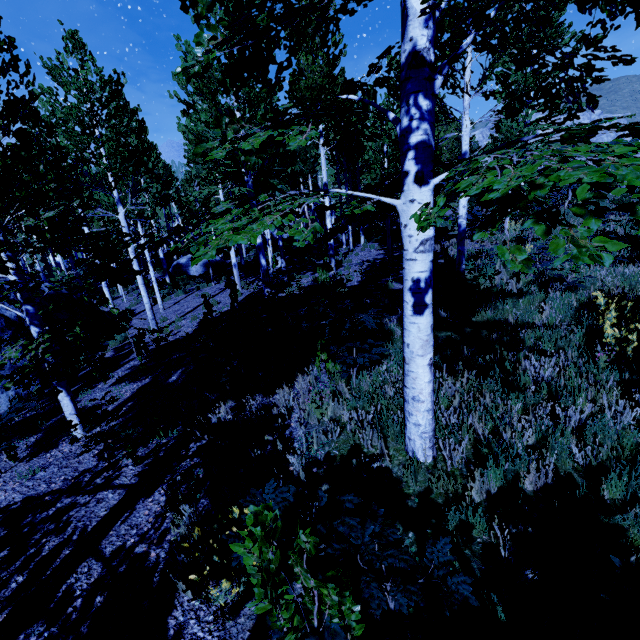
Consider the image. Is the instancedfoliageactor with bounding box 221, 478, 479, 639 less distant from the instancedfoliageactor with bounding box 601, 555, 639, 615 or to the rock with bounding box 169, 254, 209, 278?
the instancedfoliageactor with bounding box 601, 555, 639, 615

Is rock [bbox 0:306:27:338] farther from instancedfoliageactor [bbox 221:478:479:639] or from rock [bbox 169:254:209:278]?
instancedfoliageactor [bbox 221:478:479:639]

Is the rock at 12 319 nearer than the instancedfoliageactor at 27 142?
No

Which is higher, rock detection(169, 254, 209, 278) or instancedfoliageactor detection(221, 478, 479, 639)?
→ instancedfoliageactor detection(221, 478, 479, 639)

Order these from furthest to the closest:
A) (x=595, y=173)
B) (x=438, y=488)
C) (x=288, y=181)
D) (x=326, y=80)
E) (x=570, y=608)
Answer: (x=288, y=181) → (x=326, y=80) → (x=438, y=488) → (x=570, y=608) → (x=595, y=173)

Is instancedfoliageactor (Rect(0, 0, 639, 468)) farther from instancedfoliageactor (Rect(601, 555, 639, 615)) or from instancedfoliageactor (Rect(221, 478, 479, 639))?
instancedfoliageactor (Rect(221, 478, 479, 639))

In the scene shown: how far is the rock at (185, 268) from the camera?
23.7m

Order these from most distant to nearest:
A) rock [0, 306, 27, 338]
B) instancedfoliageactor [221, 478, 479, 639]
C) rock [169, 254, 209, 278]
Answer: rock [169, 254, 209, 278], rock [0, 306, 27, 338], instancedfoliageactor [221, 478, 479, 639]
